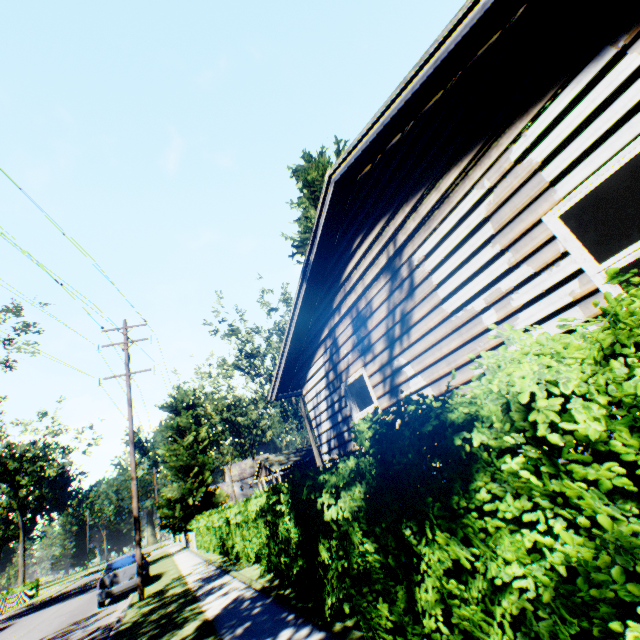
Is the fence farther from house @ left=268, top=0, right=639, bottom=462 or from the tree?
house @ left=268, top=0, right=639, bottom=462

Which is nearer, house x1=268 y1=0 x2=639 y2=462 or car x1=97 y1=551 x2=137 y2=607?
house x1=268 y1=0 x2=639 y2=462

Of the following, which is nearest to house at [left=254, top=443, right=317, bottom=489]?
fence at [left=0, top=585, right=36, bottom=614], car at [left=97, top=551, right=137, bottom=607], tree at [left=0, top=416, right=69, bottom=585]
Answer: car at [left=97, top=551, right=137, bottom=607]

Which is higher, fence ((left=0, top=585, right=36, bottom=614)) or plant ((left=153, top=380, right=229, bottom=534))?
plant ((left=153, top=380, right=229, bottom=534))

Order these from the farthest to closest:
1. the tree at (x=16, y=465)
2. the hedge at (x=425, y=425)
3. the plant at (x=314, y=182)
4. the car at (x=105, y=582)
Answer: the tree at (x=16, y=465), the plant at (x=314, y=182), the car at (x=105, y=582), the hedge at (x=425, y=425)

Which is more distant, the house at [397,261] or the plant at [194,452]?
the plant at [194,452]

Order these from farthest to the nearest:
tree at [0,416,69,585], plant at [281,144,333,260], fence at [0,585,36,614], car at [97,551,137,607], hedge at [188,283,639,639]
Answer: tree at [0,416,69,585] < fence at [0,585,36,614] < plant at [281,144,333,260] < car at [97,551,137,607] < hedge at [188,283,639,639]

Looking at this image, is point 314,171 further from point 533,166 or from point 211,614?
point 211,614
